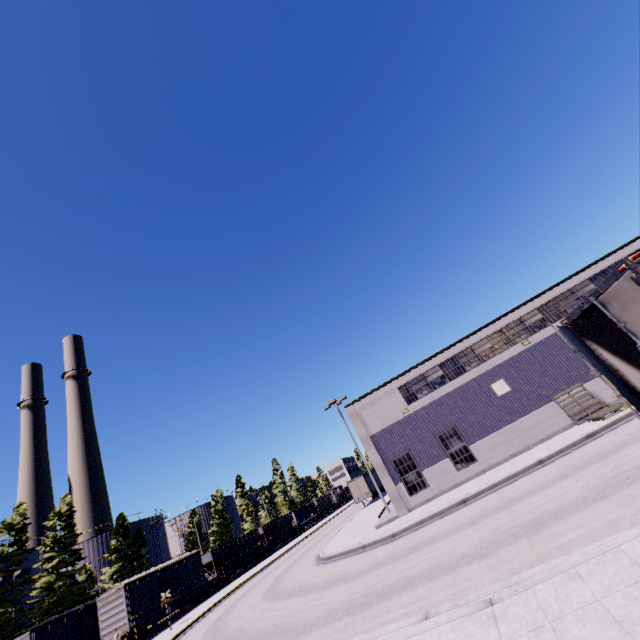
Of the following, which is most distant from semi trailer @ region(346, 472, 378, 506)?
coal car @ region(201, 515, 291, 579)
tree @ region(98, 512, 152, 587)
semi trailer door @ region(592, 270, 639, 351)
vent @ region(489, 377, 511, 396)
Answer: tree @ region(98, 512, 152, 587)

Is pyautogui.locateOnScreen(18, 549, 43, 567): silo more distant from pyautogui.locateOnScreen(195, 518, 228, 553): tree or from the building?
the building

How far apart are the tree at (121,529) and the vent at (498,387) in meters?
51.8

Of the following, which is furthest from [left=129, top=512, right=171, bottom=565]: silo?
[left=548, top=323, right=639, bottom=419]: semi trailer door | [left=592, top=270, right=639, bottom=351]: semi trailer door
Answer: [left=592, top=270, right=639, bottom=351]: semi trailer door

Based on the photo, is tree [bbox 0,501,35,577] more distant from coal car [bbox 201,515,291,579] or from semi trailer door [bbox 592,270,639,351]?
semi trailer door [bbox 592,270,639,351]

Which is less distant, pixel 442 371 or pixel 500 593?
pixel 500 593

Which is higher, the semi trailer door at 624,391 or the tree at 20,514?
the tree at 20,514

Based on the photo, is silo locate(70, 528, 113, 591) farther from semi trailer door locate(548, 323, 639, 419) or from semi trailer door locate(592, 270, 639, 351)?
semi trailer door locate(592, 270, 639, 351)
